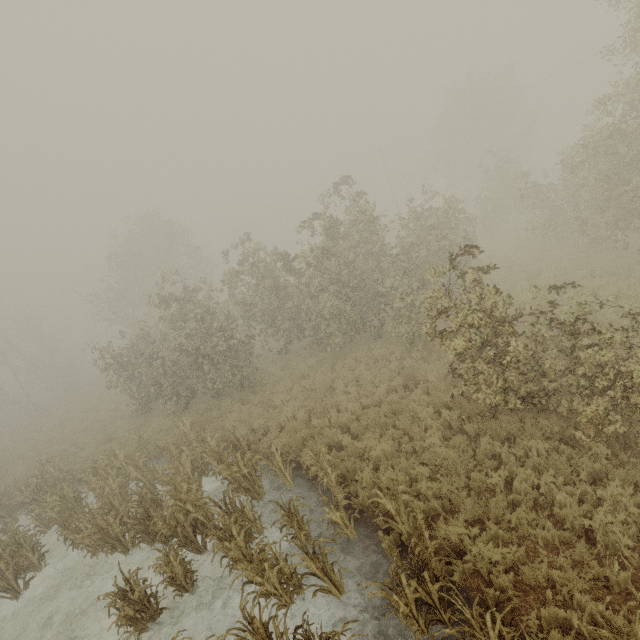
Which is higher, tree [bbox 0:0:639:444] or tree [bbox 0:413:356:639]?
tree [bbox 0:0:639:444]

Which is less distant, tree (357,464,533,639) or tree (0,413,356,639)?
tree (357,464,533,639)

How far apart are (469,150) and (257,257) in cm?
3836

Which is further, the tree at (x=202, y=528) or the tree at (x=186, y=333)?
the tree at (x=186, y=333)

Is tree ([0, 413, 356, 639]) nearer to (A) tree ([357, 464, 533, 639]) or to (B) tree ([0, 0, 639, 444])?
(A) tree ([357, 464, 533, 639])

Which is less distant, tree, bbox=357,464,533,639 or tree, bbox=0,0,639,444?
tree, bbox=357,464,533,639

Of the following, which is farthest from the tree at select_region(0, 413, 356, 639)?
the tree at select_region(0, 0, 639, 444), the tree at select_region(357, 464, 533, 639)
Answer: the tree at select_region(0, 0, 639, 444)

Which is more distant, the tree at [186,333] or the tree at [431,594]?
the tree at [186,333]
